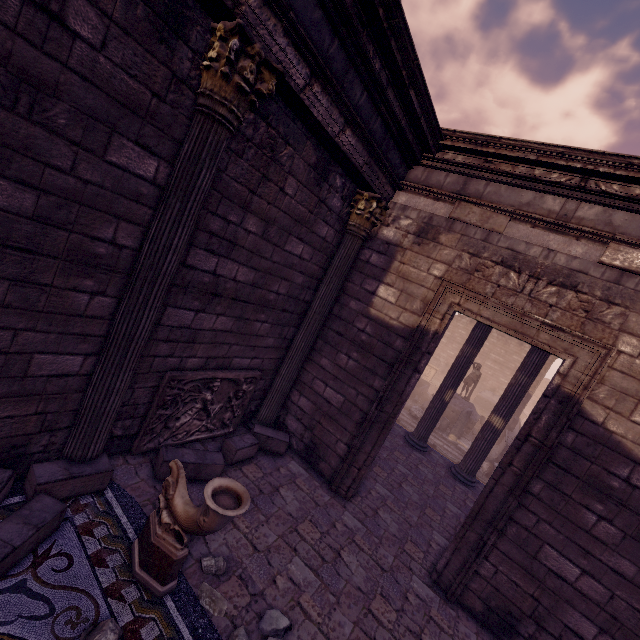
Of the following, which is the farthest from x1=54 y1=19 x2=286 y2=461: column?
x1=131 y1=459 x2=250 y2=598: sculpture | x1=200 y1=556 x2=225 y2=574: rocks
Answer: x1=200 y1=556 x2=225 y2=574: rocks

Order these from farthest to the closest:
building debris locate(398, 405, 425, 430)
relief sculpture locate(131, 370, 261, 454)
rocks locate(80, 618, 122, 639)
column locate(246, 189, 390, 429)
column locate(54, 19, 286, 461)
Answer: building debris locate(398, 405, 425, 430) < column locate(246, 189, 390, 429) < relief sculpture locate(131, 370, 261, 454) < column locate(54, 19, 286, 461) < rocks locate(80, 618, 122, 639)

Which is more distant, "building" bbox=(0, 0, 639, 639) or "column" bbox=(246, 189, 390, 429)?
"column" bbox=(246, 189, 390, 429)

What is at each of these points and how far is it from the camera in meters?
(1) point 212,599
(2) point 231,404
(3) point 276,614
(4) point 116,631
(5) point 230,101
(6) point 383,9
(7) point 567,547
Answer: (1) rocks, 3.1
(2) relief sculpture, 5.5
(3) rocks, 3.2
(4) rocks, 2.4
(5) column, 2.9
(6) entablature, 3.2
(7) building, 4.0

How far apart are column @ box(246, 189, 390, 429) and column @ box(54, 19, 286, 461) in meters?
2.6 m

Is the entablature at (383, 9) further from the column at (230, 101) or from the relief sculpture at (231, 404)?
the relief sculpture at (231, 404)

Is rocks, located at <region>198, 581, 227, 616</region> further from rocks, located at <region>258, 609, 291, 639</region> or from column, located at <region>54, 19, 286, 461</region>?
column, located at <region>54, 19, 286, 461</region>

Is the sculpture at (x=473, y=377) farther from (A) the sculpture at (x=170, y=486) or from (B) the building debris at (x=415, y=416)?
(A) the sculpture at (x=170, y=486)
